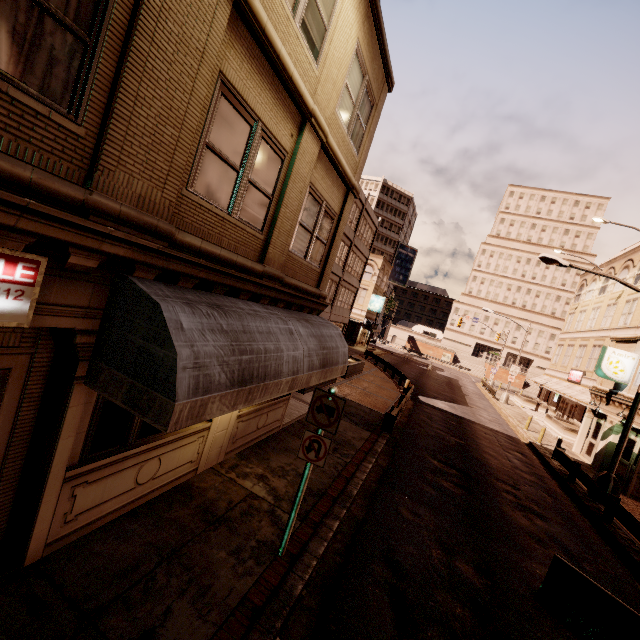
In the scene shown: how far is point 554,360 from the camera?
41.9 meters

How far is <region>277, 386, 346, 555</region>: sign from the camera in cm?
539

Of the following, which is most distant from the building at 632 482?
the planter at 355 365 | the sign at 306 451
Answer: the planter at 355 365

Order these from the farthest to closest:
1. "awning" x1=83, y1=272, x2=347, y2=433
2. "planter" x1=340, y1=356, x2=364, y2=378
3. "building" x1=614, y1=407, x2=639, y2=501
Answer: "planter" x1=340, y1=356, x2=364, y2=378, "building" x1=614, y1=407, x2=639, y2=501, "awning" x1=83, y1=272, x2=347, y2=433

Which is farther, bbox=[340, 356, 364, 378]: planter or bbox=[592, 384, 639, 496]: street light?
bbox=[340, 356, 364, 378]: planter

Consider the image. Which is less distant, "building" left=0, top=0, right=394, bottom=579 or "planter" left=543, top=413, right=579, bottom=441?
"building" left=0, top=0, right=394, bottom=579

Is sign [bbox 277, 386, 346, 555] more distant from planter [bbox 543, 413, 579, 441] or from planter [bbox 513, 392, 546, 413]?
planter [bbox 513, 392, 546, 413]

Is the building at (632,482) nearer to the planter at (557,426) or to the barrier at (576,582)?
the barrier at (576,582)
